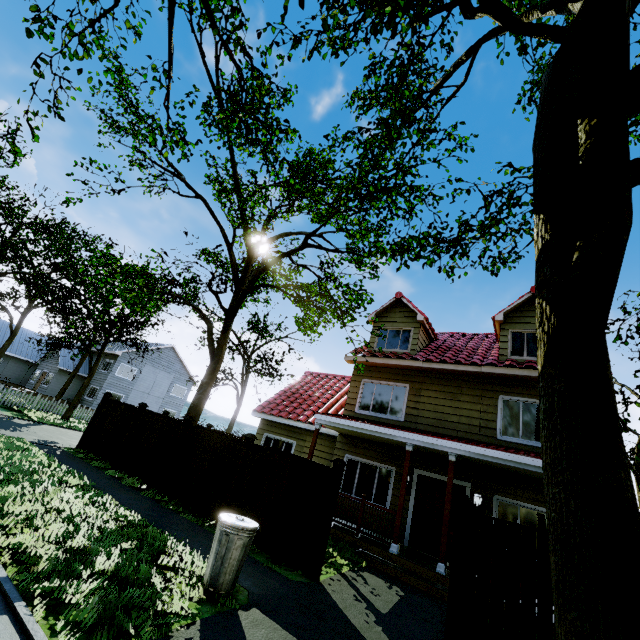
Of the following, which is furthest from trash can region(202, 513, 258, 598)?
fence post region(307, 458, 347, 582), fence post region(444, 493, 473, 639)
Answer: fence post region(444, 493, 473, 639)

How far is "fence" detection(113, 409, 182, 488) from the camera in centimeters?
998cm

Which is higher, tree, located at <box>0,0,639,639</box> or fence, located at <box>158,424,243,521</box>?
tree, located at <box>0,0,639,639</box>

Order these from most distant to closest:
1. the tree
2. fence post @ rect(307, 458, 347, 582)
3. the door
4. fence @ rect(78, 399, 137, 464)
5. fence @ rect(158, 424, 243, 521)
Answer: fence @ rect(78, 399, 137, 464), the door, fence @ rect(158, 424, 243, 521), fence post @ rect(307, 458, 347, 582), the tree

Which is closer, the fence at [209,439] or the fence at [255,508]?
the fence at [255,508]

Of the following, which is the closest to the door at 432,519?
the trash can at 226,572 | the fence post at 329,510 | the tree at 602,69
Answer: the tree at 602,69

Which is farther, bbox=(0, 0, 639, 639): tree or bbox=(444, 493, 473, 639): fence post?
bbox=(444, 493, 473, 639): fence post

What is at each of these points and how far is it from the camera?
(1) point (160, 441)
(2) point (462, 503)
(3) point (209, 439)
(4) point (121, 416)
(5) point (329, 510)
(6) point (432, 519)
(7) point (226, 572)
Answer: (1) fence, 10.43m
(2) fence post, 5.63m
(3) fence, 9.40m
(4) fence, 12.16m
(5) fence post, 6.70m
(6) door, 9.96m
(7) trash can, 4.73m
